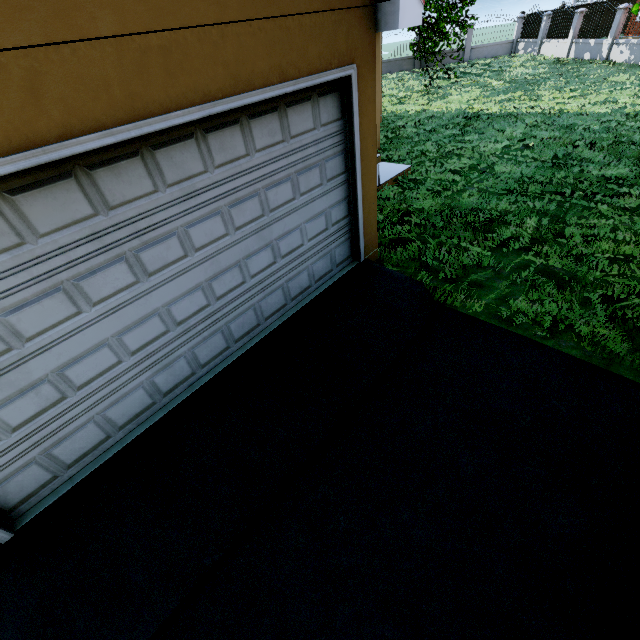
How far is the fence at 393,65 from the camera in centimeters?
2570cm

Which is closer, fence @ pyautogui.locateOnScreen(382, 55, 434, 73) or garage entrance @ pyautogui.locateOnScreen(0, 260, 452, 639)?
garage entrance @ pyautogui.locateOnScreen(0, 260, 452, 639)

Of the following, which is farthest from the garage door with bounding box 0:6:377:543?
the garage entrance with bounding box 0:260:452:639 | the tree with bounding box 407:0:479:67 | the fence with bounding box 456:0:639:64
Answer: the fence with bounding box 456:0:639:64

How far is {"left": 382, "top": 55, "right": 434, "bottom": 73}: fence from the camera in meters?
25.7 m

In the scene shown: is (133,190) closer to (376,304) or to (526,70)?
(376,304)

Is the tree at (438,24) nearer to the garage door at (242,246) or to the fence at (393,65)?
the fence at (393,65)

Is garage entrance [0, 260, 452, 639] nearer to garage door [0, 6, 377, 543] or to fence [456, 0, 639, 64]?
garage door [0, 6, 377, 543]
